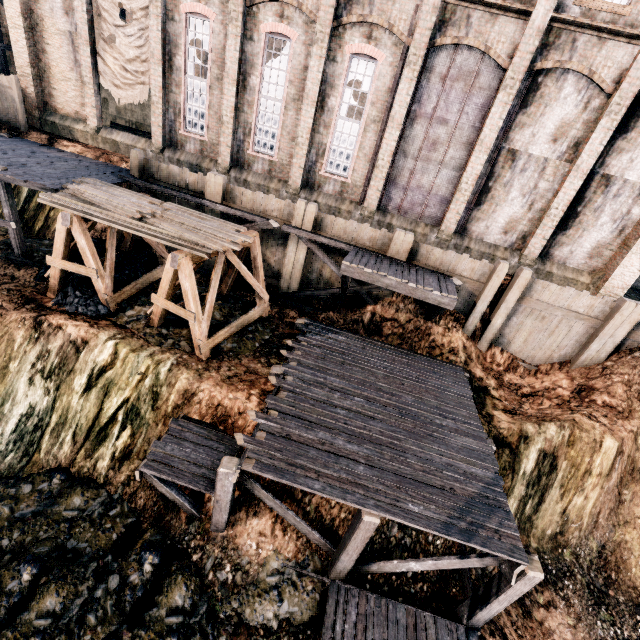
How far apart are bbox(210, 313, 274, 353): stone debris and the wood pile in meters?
3.5

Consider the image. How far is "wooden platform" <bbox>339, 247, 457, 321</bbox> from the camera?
13.30m

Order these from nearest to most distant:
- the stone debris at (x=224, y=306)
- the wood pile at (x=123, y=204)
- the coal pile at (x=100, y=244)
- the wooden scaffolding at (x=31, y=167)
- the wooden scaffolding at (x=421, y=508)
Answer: the wooden scaffolding at (x=421, y=508)
the wood pile at (x=123, y=204)
the wooden scaffolding at (x=31, y=167)
the stone debris at (x=224, y=306)
the coal pile at (x=100, y=244)

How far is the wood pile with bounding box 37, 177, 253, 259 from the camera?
11.48m

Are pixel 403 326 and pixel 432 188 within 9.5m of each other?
yes

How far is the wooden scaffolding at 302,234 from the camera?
15.4m
